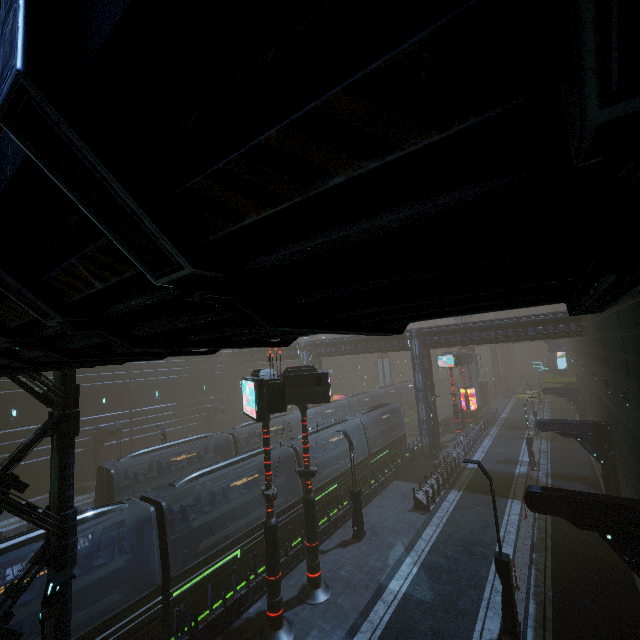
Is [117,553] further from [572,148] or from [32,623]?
[572,148]

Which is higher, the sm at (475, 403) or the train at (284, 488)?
the sm at (475, 403)

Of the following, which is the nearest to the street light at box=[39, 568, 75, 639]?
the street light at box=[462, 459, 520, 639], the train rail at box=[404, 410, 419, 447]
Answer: the train rail at box=[404, 410, 419, 447]

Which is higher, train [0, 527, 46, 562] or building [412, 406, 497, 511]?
train [0, 527, 46, 562]

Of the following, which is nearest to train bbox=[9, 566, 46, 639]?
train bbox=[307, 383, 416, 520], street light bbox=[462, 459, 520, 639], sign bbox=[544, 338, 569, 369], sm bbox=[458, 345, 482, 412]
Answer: sm bbox=[458, 345, 482, 412]

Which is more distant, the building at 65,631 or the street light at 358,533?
the street light at 358,533

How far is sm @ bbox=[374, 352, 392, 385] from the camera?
56.7 meters

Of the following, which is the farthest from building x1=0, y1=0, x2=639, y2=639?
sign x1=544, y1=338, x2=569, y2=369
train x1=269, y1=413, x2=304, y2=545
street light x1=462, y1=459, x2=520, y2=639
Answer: street light x1=462, y1=459, x2=520, y2=639
